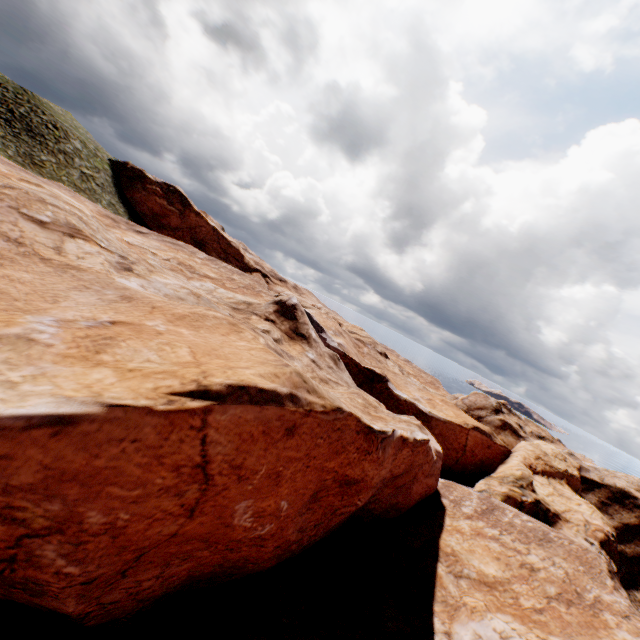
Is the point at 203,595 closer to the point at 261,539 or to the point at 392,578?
the point at 261,539
